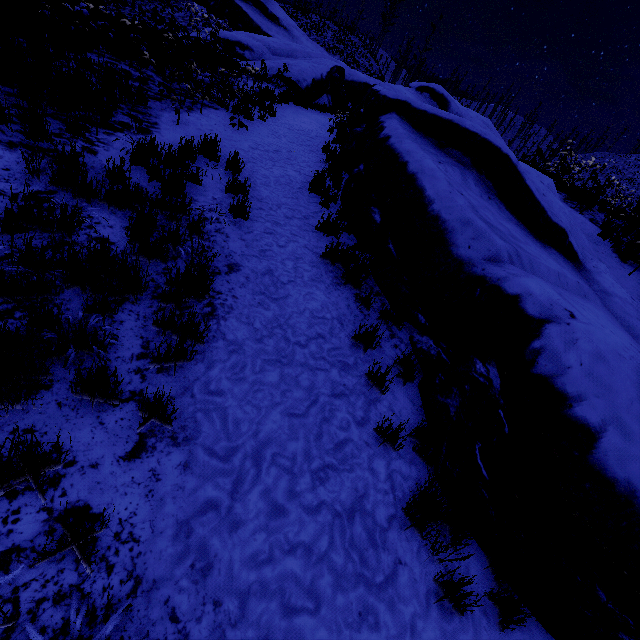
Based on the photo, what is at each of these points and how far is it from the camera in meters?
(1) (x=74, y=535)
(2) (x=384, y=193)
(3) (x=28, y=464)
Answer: (1) instancedfoliageactor, 1.8 m
(2) rock, 5.9 m
(3) instancedfoliageactor, 1.9 m

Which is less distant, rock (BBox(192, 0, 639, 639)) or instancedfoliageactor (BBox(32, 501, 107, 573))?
instancedfoliageactor (BBox(32, 501, 107, 573))

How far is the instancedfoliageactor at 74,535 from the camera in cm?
168

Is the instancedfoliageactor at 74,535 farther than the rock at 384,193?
No

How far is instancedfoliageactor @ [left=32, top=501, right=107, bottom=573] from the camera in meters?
1.7

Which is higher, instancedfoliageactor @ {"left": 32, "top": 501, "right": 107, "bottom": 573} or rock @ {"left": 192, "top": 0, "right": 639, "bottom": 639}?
rock @ {"left": 192, "top": 0, "right": 639, "bottom": 639}
